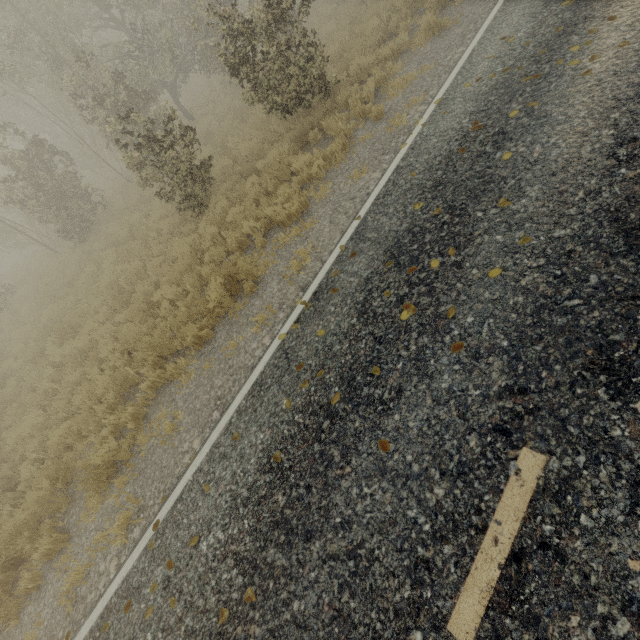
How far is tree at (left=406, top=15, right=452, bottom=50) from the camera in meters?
8.3

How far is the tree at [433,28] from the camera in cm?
828

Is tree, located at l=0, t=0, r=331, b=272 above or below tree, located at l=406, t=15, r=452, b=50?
above

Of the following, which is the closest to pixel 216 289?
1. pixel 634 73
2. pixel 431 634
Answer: pixel 431 634

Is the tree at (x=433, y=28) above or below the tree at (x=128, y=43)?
below
